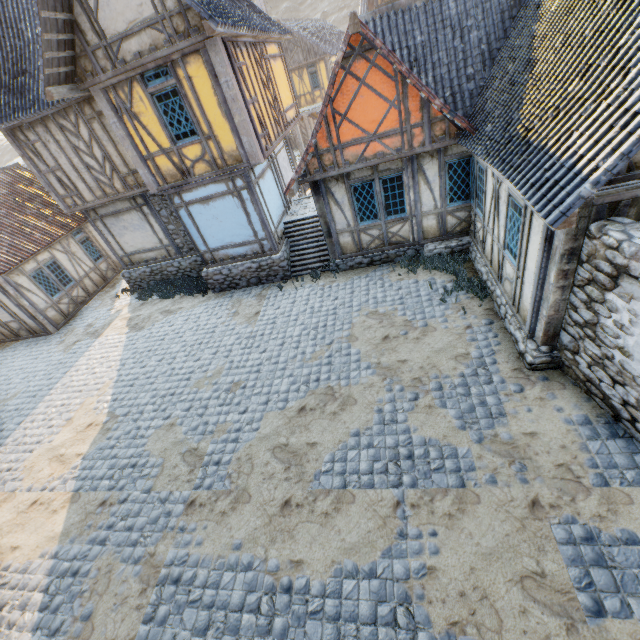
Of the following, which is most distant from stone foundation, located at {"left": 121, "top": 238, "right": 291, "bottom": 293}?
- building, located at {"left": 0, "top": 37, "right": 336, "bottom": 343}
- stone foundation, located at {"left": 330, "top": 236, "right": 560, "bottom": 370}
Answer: stone foundation, located at {"left": 330, "top": 236, "right": 560, "bottom": 370}

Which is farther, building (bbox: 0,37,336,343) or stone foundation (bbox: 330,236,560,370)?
building (bbox: 0,37,336,343)

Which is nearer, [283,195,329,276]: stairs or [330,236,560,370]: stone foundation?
[330,236,560,370]: stone foundation

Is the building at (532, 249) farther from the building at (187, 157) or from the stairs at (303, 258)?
the building at (187, 157)

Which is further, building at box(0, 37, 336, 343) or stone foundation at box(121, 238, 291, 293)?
stone foundation at box(121, 238, 291, 293)

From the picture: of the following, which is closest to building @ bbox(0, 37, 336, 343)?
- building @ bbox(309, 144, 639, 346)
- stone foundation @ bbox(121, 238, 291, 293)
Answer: stone foundation @ bbox(121, 238, 291, 293)

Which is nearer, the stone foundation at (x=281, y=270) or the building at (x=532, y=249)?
the building at (x=532, y=249)

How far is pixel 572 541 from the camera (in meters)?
4.39
